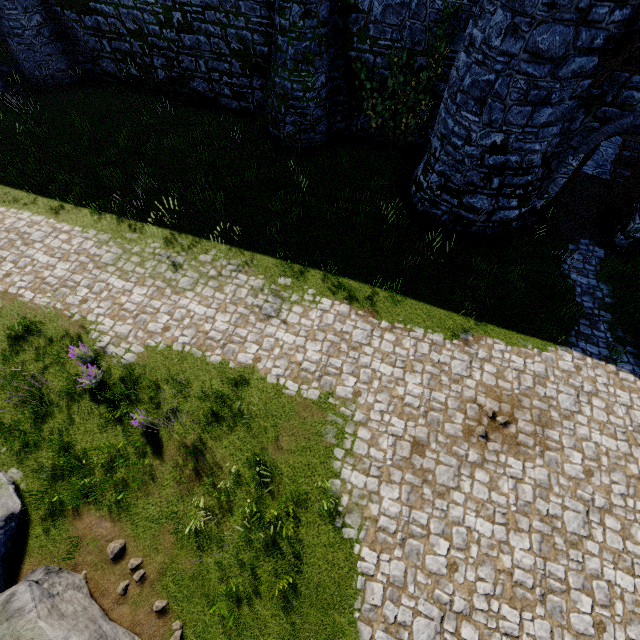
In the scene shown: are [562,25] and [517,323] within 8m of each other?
yes

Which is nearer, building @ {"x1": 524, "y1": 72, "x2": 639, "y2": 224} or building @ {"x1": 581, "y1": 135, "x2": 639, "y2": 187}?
building @ {"x1": 524, "y1": 72, "x2": 639, "y2": 224}

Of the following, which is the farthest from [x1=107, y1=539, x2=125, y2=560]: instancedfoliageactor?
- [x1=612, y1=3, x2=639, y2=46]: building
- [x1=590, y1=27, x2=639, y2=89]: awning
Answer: [x1=612, y1=3, x2=639, y2=46]: building

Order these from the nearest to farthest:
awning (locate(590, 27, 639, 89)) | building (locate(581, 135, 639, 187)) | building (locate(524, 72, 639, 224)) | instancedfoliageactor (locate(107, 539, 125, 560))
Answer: instancedfoliageactor (locate(107, 539, 125, 560)) < awning (locate(590, 27, 639, 89)) < building (locate(524, 72, 639, 224)) < building (locate(581, 135, 639, 187))

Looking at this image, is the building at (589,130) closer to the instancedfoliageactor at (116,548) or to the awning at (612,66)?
the awning at (612,66)

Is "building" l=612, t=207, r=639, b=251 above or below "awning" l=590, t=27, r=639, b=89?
below

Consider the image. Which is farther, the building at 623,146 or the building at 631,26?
the building at 623,146
